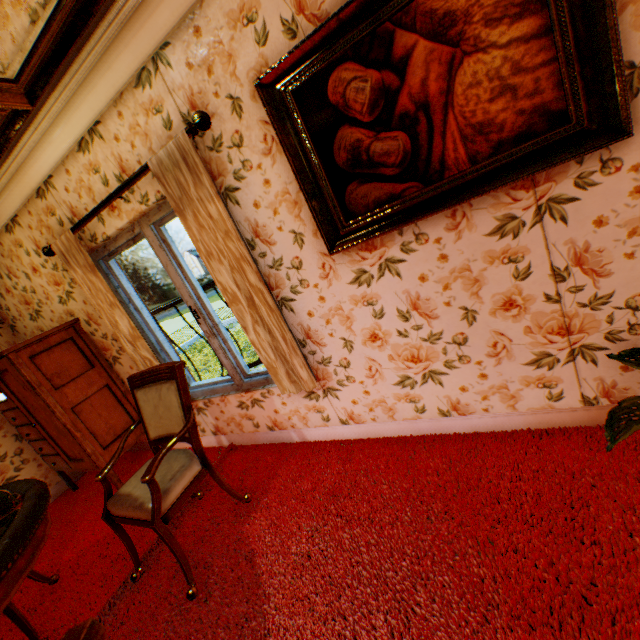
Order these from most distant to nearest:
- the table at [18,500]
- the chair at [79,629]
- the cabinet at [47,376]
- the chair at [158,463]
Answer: the cabinet at [47,376], the chair at [158,463], the table at [18,500], the chair at [79,629]

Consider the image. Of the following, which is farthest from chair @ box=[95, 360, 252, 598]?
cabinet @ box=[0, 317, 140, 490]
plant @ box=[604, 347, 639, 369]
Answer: plant @ box=[604, 347, 639, 369]

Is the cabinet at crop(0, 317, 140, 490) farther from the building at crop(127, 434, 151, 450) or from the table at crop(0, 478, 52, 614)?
the table at crop(0, 478, 52, 614)

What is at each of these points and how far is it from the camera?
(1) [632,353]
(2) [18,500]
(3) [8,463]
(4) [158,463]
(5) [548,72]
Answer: (1) plant, 1.5 meters
(2) table, 1.6 meters
(3) building, 3.9 meters
(4) chair, 2.0 meters
(5) painting, 1.3 meters

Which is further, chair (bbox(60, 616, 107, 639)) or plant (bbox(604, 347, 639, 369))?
plant (bbox(604, 347, 639, 369))

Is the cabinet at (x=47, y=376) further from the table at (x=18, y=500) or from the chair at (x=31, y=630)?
the table at (x=18, y=500)

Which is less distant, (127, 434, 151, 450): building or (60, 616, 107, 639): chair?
(60, 616, 107, 639): chair

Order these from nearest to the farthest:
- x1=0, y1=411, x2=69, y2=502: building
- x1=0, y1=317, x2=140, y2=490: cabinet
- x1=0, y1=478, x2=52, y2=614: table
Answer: x1=0, y1=478, x2=52, y2=614: table
x1=0, y1=317, x2=140, y2=490: cabinet
x1=0, y1=411, x2=69, y2=502: building
